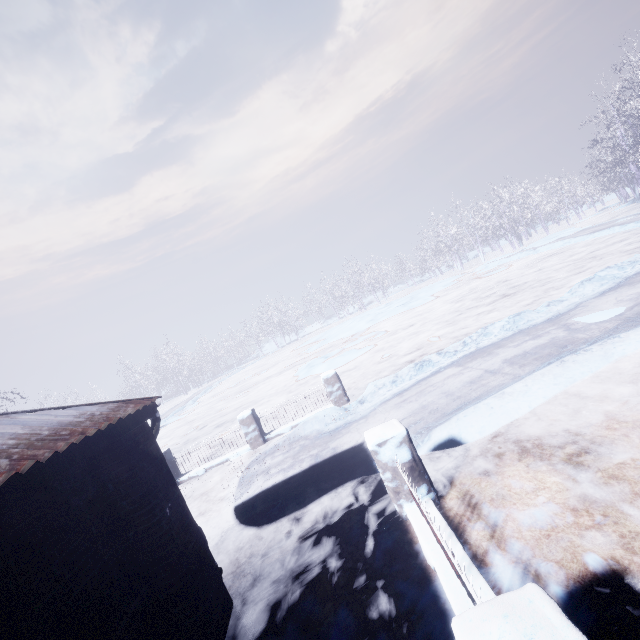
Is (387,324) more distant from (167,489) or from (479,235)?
(479,235)

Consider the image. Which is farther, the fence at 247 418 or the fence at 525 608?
the fence at 247 418

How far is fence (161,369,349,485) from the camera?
8.2 meters

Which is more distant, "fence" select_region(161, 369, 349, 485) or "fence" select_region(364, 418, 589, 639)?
"fence" select_region(161, 369, 349, 485)

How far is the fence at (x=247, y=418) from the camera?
8.16m
